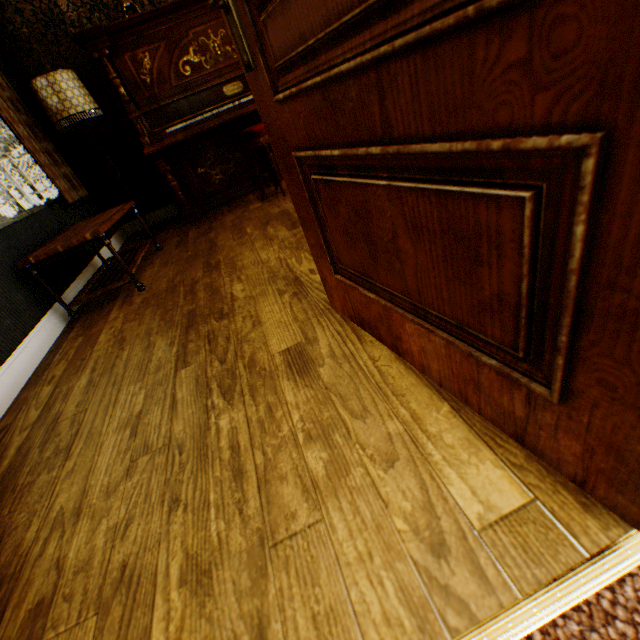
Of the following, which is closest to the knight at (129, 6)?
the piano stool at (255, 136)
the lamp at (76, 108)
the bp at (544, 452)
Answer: the lamp at (76, 108)

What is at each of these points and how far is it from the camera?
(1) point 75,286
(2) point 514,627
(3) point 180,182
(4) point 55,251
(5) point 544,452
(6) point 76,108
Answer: (1) building, 3.01m
(2) building, 0.57m
(3) piano, 4.22m
(4) table, 2.35m
(5) bp, 0.74m
(6) lamp, 3.39m

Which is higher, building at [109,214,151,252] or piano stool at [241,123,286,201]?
piano stool at [241,123,286,201]

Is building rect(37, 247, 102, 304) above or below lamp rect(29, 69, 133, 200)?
below

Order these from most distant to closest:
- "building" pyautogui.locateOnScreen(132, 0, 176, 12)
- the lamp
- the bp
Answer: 1. "building" pyautogui.locateOnScreen(132, 0, 176, 12)
2. the lamp
3. the bp

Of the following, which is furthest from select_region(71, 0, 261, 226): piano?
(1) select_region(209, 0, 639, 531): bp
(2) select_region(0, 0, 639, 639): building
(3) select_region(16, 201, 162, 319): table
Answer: (1) select_region(209, 0, 639, 531): bp

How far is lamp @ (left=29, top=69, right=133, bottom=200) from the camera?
3.3m

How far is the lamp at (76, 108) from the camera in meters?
3.3
